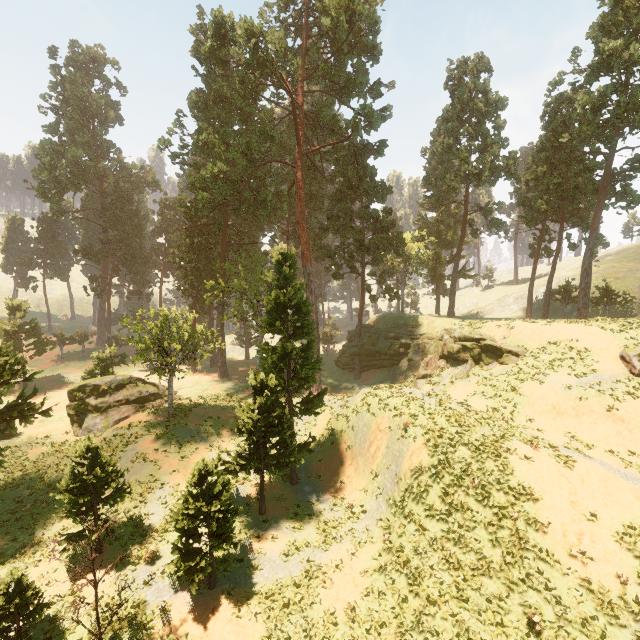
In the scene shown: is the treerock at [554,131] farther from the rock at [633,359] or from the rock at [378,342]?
the rock at [633,359]

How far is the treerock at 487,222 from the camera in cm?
3875

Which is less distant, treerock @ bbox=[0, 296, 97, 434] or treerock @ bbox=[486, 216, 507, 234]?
treerock @ bbox=[0, 296, 97, 434]

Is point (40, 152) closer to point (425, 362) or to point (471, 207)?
point (471, 207)

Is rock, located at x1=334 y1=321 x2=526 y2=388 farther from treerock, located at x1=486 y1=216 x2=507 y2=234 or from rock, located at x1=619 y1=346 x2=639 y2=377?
rock, located at x1=619 y1=346 x2=639 y2=377

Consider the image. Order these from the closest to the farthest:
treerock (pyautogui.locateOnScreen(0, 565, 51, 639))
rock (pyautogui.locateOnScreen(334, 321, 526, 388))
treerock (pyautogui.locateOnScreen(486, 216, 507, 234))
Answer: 1. treerock (pyautogui.locateOnScreen(0, 565, 51, 639))
2. rock (pyautogui.locateOnScreen(334, 321, 526, 388))
3. treerock (pyautogui.locateOnScreen(486, 216, 507, 234))

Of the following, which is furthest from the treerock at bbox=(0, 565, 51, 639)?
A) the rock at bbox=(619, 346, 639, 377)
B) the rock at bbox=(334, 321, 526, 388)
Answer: the rock at bbox=(619, 346, 639, 377)
